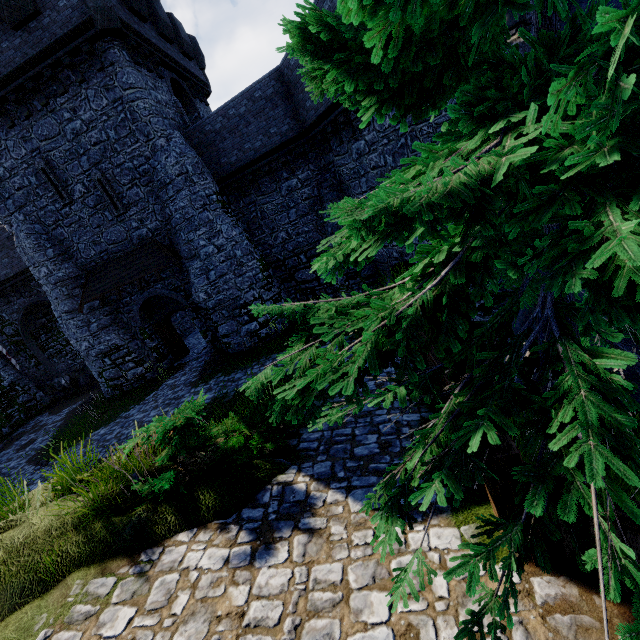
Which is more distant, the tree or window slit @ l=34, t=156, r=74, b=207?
window slit @ l=34, t=156, r=74, b=207

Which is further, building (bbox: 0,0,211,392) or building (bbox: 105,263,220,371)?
building (bbox: 105,263,220,371)

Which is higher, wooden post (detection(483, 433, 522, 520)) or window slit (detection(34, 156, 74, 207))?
window slit (detection(34, 156, 74, 207))

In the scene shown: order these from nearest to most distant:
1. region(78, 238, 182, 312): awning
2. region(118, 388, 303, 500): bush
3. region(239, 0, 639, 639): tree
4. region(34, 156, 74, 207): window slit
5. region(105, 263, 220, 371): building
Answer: region(239, 0, 639, 639): tree, region(118, 388, 303, 500): bush, region(34, 156, 74, 207): window slit, region(78, 238, 182, 312): awning, region(105, 263, 220, 371): building

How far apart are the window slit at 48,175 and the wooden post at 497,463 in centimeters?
1920cm

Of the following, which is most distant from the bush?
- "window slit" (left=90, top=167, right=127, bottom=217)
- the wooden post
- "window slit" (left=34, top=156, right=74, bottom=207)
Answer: "window slit" (left=34, top=156, right=74, bottom=207)

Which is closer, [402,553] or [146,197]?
[402,553]

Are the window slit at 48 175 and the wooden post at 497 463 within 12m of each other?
no
